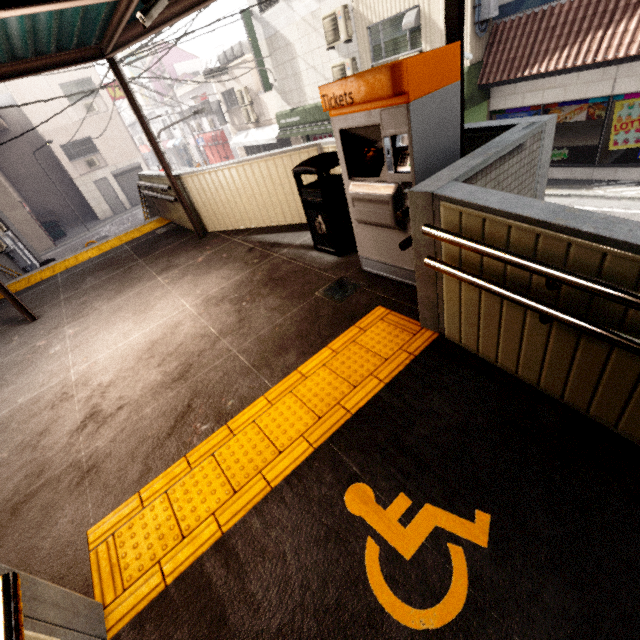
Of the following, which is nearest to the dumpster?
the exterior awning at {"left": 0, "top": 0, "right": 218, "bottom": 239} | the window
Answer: the exterior awning at {"left": 0, "top": 0, "right": 218, "bottom": 239}

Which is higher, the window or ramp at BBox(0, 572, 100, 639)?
the window

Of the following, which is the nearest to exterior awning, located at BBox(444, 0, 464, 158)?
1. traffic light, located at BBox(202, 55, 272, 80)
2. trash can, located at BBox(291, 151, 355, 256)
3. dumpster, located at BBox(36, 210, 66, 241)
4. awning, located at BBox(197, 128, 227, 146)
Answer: trash can, located at BBox(291, 151, 355, 256)

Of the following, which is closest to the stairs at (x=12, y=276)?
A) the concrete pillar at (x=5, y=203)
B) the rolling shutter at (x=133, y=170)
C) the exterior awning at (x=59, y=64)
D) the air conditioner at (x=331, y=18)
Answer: the concrete pillar at (x=5, y=203)

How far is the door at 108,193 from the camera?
23.6 meters

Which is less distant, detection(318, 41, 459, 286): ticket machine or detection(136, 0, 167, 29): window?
detection(318, 41, 459, 286): ticket machine

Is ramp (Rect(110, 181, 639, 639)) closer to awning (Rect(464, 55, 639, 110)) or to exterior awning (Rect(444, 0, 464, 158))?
exterior awning (Rect(444, 0, 464, 158))

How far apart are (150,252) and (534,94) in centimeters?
1088cm
